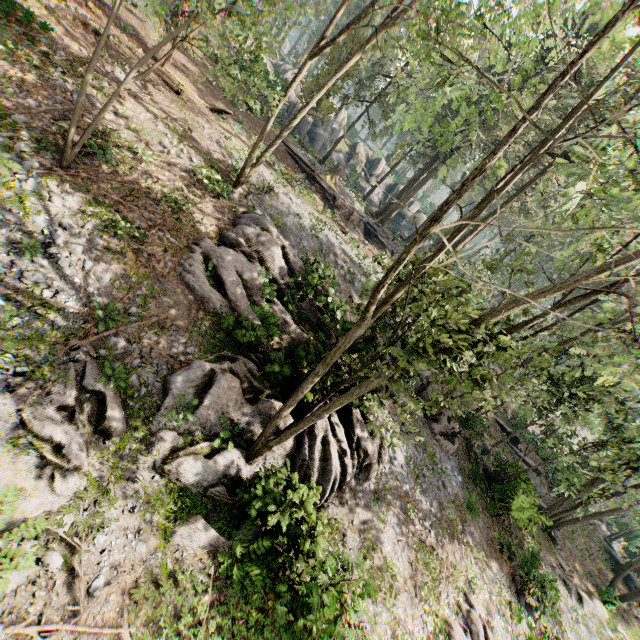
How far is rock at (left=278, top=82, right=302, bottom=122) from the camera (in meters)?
37.78

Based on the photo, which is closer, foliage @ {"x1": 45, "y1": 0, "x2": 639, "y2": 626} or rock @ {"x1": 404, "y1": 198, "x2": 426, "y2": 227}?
foliage @ {"x1": 45, "y1": 0, "x2": 639, "y2": 626}

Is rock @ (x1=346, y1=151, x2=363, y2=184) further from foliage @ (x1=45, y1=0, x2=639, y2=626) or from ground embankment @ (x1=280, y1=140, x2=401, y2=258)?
ground embankment @ (x1=280, y1=140, x2=401, y2=258)

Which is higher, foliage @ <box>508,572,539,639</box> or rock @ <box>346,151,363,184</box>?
rock @ <box>346,151,363,184</box>

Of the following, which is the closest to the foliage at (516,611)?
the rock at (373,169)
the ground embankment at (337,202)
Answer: the ground embankment at (337,202)

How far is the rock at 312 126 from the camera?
40.9 meters

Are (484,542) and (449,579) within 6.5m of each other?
yes
